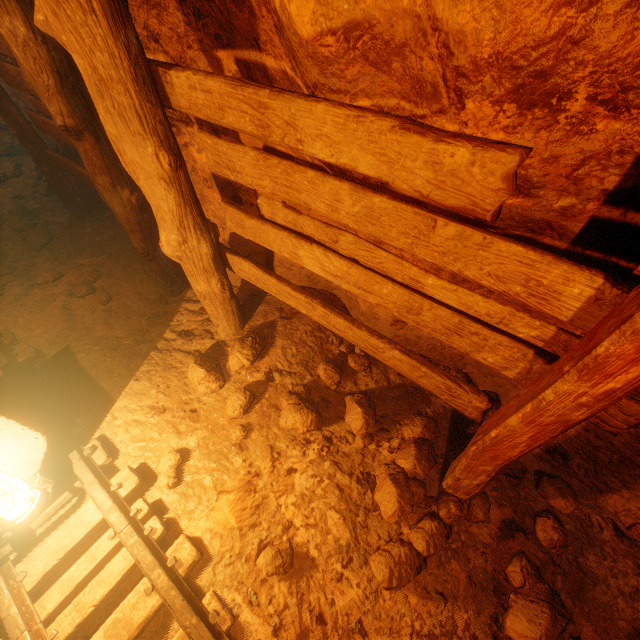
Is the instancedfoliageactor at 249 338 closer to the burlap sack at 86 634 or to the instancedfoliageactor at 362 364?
the burlap sack at 86 634

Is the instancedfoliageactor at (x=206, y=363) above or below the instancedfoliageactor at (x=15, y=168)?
below

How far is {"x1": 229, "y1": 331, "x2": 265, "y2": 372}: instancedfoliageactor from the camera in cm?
313

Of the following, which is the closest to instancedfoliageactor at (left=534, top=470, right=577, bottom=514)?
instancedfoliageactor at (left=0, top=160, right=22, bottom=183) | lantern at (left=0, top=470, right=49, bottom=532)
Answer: lantern at (left=0, top=470, right=49, bottom=532)

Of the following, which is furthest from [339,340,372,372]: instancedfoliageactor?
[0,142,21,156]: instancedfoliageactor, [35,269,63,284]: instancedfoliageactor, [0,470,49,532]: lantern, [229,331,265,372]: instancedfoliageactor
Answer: [0,142,21,156]: instancedfoliageactor

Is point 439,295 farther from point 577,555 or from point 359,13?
point 577,555

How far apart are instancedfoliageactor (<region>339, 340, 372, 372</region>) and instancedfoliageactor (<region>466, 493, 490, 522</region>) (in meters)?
0.29

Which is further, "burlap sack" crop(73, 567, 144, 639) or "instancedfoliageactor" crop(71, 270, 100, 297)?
"instancedfoliageactor" crop(71, 270, 100, 297)
